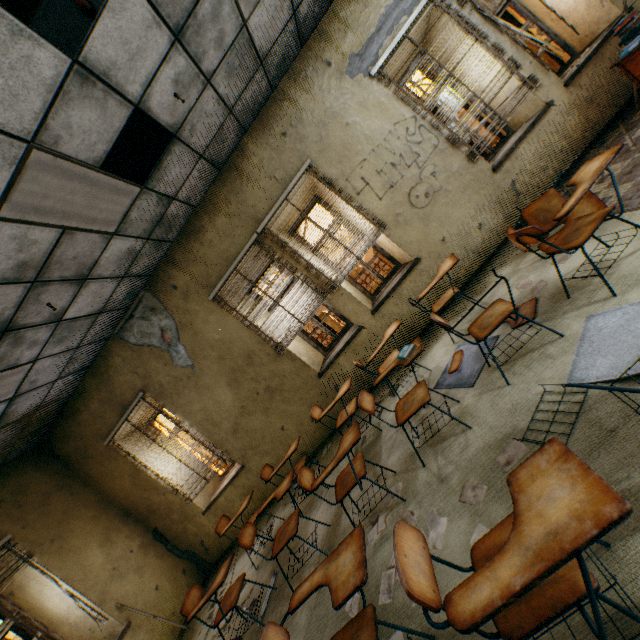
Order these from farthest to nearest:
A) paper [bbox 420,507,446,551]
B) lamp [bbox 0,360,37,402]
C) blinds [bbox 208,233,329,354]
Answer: blinds [bbox 208,233,329,354] < lamp [bbox 0,360,37,402] < paper [bbox 420,507,446,551]

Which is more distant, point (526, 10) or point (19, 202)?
point (526, 10)

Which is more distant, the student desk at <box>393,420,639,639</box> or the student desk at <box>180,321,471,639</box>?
the student desk at <box>180,321,471,639</box>

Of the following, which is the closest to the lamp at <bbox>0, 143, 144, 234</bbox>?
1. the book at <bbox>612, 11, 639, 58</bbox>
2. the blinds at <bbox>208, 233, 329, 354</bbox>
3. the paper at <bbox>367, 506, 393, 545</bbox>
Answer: the blinds at <bbox>208, 233, 329, 354</bbox>

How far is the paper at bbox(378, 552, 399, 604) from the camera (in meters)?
2.21

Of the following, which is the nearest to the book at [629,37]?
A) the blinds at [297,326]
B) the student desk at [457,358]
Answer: the blinds at [297,326]

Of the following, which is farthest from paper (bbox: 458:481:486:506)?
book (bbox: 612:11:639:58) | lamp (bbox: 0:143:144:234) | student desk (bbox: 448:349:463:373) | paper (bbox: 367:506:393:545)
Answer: book (bbox: 612:11:639:58)

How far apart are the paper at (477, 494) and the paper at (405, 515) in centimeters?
12cm
